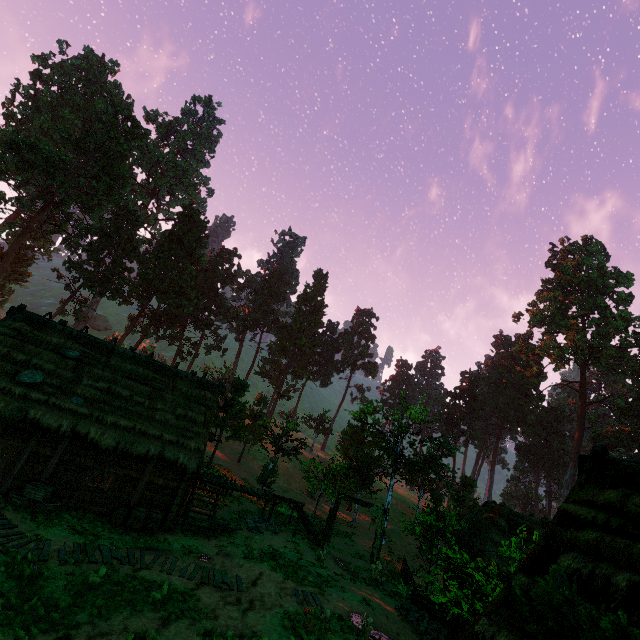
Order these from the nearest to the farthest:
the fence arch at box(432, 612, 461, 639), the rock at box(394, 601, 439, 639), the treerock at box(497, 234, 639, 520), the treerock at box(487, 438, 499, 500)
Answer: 1. the fence arch at box(432, 612, 461, 639)
2. the rock at box(394, 601, 439, 639)
3. the treerock at box(497, 234, 639, 520)
4. the treerock at box(487, 438, 499, 500)

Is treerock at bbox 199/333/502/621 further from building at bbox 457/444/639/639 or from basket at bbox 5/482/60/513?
basket at bbox 5/482/60/513

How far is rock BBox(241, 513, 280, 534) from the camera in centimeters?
1922cm

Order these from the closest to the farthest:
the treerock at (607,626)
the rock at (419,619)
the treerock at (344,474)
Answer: the treerock at (607,626)
the rock at (419,619)
the treerock at (344,474)

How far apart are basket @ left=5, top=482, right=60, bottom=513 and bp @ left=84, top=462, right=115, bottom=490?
1.1 meters

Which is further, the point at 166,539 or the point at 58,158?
the point at 58,158

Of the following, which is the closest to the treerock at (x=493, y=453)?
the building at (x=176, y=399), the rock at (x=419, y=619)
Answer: the building at (x=176, y=399)

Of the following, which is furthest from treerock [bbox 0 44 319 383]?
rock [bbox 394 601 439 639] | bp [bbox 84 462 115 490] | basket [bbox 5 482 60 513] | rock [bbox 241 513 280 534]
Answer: bp [bbox 84 462 115 490]
